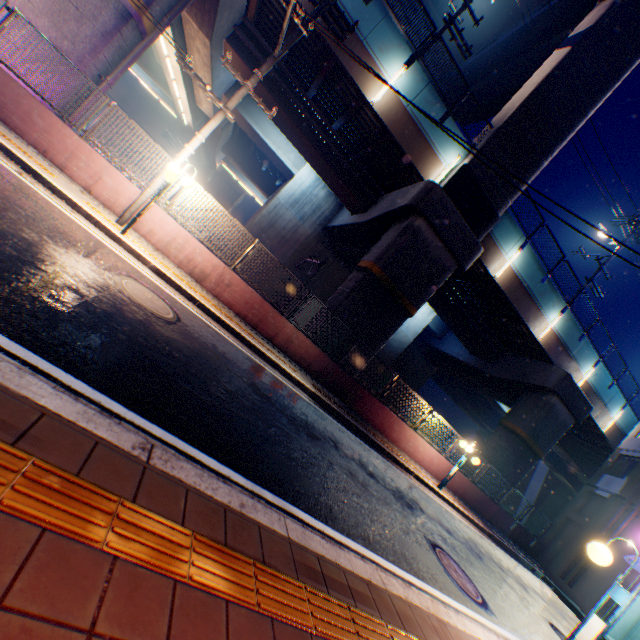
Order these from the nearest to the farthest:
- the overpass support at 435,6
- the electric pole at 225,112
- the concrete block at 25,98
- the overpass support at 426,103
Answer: the electric pole at 225,112
the concrete block at 25,98
the overpass support at 426,103
the overpass support at 435,6

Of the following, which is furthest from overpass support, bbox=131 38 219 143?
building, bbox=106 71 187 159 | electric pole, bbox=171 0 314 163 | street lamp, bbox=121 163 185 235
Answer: building, bbox=106 71 187 159

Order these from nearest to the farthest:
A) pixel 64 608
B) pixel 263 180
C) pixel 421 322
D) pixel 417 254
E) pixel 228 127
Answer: pixel 64 608 → pixel 417 254 → pixel 228 127 → pixel 421 322 → pixel 263 180

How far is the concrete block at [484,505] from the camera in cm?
1548

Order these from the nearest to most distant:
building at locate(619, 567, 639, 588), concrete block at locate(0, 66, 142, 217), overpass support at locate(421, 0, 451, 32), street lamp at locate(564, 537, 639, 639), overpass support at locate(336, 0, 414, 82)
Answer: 1. street lamp at locate(564, 537, 639, 639)
2. concrete block at locate(0, 66, 142, 217)
3. overpass support at locate(336, 0, 414, 82)
4. building at locate(619, 567, 639, 588)
5. overpass support at locate(421, 0, 451, 32)

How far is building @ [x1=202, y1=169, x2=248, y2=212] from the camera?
48.4 meters

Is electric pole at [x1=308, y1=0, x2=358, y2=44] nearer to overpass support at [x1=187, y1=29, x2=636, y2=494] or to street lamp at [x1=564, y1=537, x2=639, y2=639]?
overpass support at [x1=187, y1=29, x2=636, y2=494]
